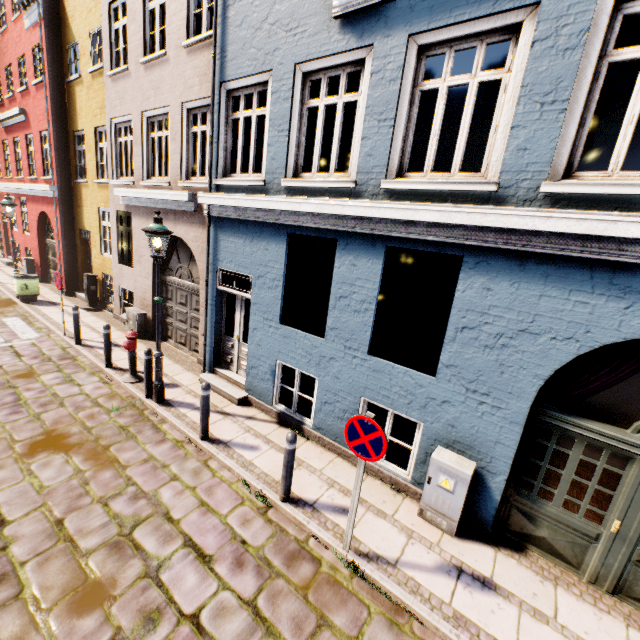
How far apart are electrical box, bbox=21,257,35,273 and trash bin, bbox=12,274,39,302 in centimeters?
391cm

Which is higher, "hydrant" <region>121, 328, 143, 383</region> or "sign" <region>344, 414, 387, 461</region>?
"sign" <region>344, 414, 387, 461</region>

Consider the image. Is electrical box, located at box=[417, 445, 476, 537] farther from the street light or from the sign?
the street light

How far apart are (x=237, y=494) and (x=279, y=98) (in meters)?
6.62

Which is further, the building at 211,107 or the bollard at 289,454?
the bollard at 289,454

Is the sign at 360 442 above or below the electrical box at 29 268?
above

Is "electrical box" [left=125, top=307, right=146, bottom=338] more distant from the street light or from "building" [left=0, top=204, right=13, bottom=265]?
the street light

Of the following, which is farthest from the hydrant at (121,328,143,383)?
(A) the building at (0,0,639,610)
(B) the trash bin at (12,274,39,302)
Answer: (B) the trash bin at (12,274,39,302)
